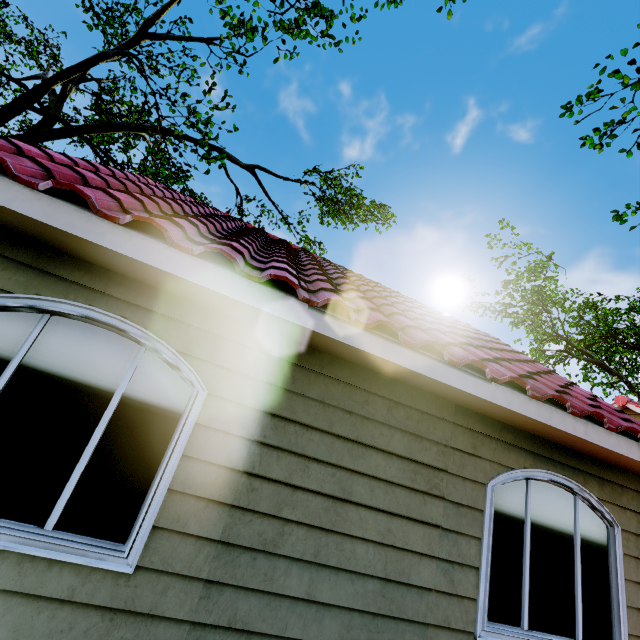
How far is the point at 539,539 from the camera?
3.5 meters

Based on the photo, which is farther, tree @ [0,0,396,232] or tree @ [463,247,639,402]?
Answer: tree @ [463,247,639,402]

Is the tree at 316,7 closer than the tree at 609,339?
Yes

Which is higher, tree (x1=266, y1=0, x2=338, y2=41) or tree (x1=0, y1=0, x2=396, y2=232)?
tree (x1=266, y1=0, x2=338, y2=41)
